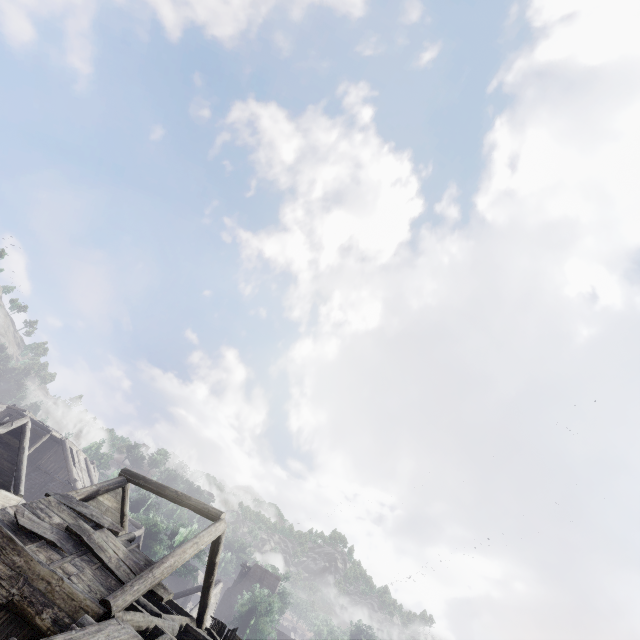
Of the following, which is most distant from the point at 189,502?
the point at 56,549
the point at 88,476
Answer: the point at 88,476

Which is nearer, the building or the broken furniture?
the building

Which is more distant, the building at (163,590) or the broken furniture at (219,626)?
the broken furniture at (219,626)
